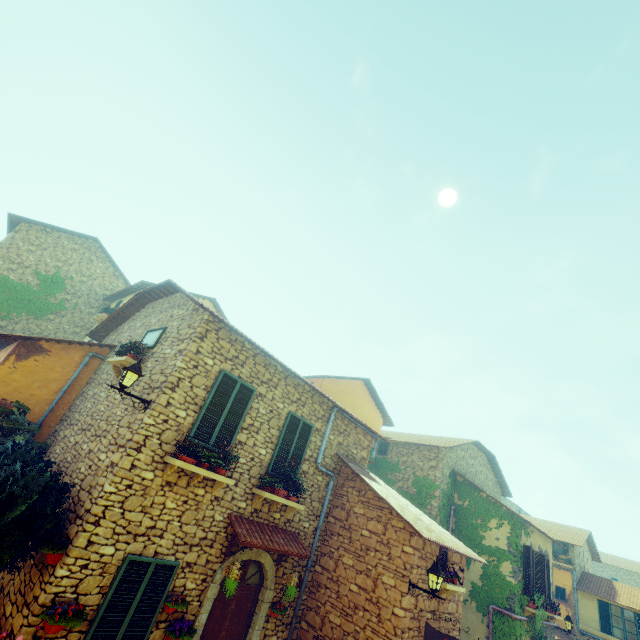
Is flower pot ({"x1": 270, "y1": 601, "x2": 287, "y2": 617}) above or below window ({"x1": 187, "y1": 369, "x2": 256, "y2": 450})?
below

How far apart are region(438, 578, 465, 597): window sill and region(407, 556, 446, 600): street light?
1.01m

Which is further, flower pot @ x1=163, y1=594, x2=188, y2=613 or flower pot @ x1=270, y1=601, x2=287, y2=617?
flower pot @ x1=270, y1=601, x2=287, y2=617

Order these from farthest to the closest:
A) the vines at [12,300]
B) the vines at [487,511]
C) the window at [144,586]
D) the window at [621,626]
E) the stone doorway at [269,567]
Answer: the window at [621,626], the vines at [12,300], the vines at [487,511], the stone doorway at [269,567], the window at [144,586]

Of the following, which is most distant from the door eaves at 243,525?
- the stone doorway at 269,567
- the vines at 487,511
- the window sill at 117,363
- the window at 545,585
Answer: the window at 545,585

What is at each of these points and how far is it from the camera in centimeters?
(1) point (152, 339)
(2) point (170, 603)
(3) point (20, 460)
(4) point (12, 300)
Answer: (1) window, 893cm
(2) flower pot, 612cm
(3) flower pot, 677cm
(4) vines, 1519cm

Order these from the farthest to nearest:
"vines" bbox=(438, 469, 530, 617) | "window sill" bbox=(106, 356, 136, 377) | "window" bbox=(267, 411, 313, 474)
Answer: "vines" bbox=(438, 469, 530, 617)
"window" bbox=(267, 411, 313, 474)
"window sill" bbox=(106, 356, 136, 377)

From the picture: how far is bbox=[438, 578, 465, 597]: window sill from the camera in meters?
8.3 m
